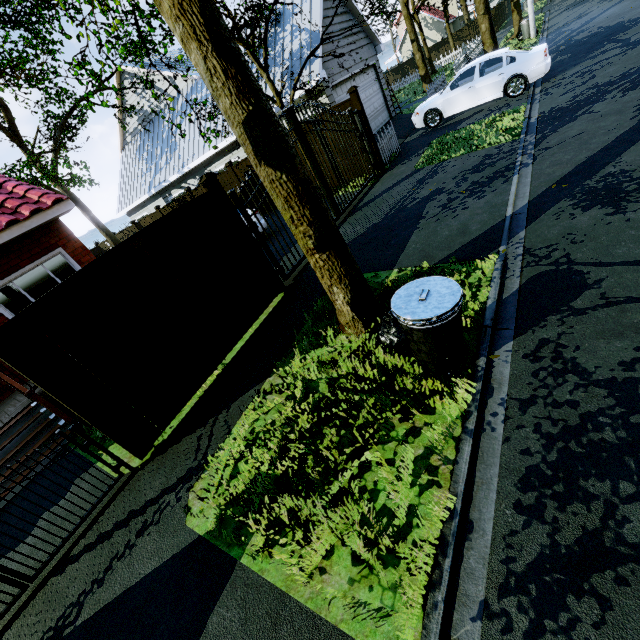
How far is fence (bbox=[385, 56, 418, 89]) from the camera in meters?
33.6 m

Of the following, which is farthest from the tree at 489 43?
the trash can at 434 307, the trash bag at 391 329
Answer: the trash can at 434 307

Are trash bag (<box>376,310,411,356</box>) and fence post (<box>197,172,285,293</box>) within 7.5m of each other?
yes

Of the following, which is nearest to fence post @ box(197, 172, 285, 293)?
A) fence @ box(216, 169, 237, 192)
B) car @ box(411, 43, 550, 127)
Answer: fence @ box(216, 169, 237, 192)

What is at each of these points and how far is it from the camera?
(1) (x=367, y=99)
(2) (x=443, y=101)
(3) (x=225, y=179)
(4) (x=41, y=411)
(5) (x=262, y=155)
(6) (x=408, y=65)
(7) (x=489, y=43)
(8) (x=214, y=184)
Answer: (1) garage door, 14.6m
(2) car, 11.9m
(3) fence, 14.3m
(4) stairs, 6.2m
(5) tree, 3.3m
(6) fence, 42.2m
(7) tree, 13.9m
(8) fence post, 5.6m

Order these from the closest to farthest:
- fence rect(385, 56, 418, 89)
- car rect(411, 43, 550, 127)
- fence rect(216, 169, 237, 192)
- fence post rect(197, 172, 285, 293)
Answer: fence post rect(197, 172, 285, 293) → car rect(411, 43, 550, 127) → fence rect(216, 169, 237, 192) → fence rect(385, 56, 418, 89)

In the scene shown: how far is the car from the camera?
10.28m

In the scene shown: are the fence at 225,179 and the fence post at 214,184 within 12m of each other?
yes
